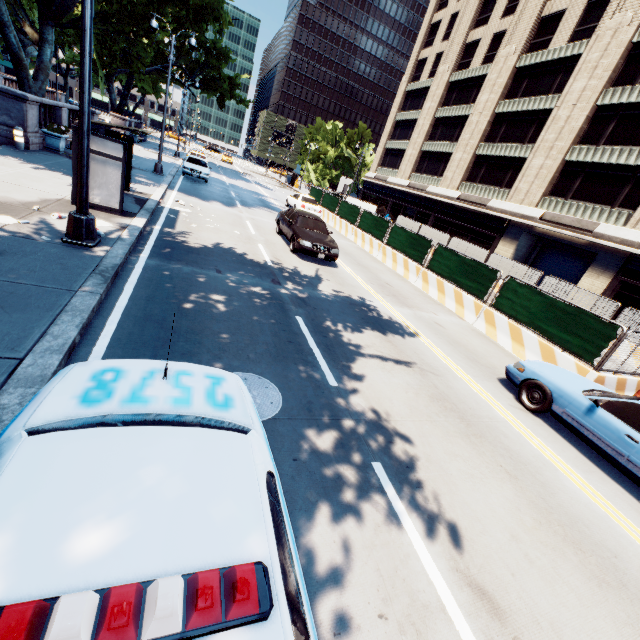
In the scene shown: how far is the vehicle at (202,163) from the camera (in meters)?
22.88

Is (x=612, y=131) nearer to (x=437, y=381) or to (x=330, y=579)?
(x=437, y=381)

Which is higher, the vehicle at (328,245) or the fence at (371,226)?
the fence at (371,226)

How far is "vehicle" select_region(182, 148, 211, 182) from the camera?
22.9m

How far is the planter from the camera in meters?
14.9

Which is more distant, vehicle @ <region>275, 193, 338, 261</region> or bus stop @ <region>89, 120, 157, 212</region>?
vehicle @ <region>275, 193, 338, 261</region>

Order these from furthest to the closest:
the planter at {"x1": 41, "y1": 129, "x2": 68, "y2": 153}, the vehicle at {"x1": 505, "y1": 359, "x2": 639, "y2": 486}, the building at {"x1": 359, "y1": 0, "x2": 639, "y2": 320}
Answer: the building at {"x1": 359, "y1": 0, "x2": 639, "y2": 320} → the planter at {"x1": 41, "y1": 129, "x2": 68, "y2": 153} → the vehicle at {"x1": 505, "y1": 359, "x2": 639, "y2": 486}

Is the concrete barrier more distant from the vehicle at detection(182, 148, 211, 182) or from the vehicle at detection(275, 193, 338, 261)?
the vehicle at detection(182, 148, 211, 182)
